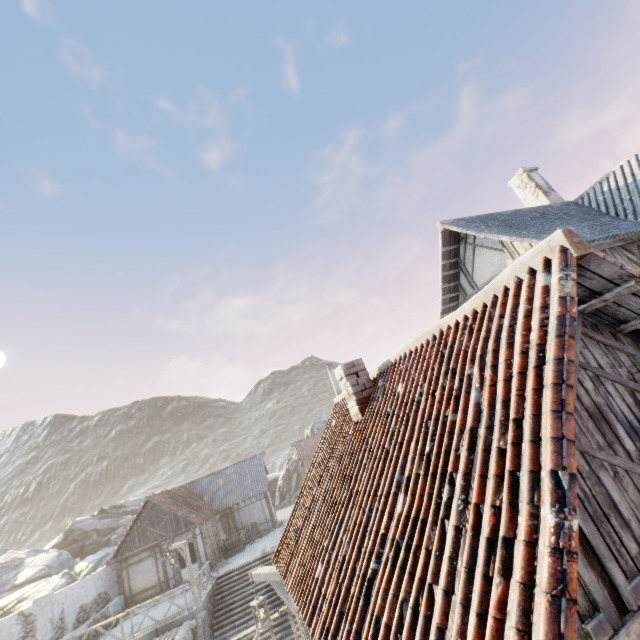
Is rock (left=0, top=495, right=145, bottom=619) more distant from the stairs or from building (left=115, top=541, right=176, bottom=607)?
the stairs

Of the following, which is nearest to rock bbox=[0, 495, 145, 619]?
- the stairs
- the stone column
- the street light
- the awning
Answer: the stone column

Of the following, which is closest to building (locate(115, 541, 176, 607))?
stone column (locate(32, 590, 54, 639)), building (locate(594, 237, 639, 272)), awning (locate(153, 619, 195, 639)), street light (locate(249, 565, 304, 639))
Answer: stone column (locate(32, 590, 54, 639))

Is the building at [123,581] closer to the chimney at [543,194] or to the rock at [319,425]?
the rock at [319,425]

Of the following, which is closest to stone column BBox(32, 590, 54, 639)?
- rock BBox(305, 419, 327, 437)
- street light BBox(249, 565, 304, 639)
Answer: rock BBox(305, 419, 327, 437)

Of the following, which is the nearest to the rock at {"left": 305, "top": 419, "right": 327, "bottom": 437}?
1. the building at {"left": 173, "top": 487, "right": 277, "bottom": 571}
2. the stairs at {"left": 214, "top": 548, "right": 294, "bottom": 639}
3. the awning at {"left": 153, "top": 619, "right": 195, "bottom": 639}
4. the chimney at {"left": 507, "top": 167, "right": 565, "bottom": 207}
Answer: the building at {"left": 173, "top": 487, "right": 277, "bottom": 571}

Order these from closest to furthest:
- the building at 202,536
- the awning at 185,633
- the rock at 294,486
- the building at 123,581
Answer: the awning at 185,633, the building at 123,581, the building at 202,536, the rock at 294,486

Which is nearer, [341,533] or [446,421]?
[446,421]
